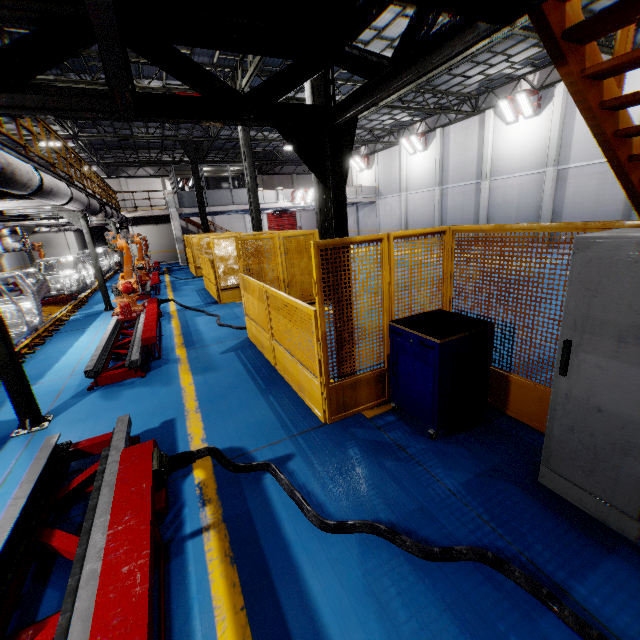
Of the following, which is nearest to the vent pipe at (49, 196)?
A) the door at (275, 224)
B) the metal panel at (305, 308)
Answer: the metal panel at (305, 308)

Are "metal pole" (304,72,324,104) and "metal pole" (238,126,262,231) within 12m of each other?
yes

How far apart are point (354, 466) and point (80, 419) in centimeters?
405cm

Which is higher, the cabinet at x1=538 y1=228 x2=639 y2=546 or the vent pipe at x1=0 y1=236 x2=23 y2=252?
the vent pipe at x1=0 y1=236 x2=23 y2=252

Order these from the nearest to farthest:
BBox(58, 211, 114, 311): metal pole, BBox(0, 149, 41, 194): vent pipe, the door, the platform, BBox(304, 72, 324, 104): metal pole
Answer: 1. BBox(0, 149, 41, 194): vent pipe
2. the platform
3. BBox(304, 72, 324, 104): metal pole
4. BBox(58, 211, 114, 311): metal pole
5. the door

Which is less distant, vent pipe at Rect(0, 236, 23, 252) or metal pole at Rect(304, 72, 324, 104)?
metal pole at Rect(304, 72, 324, 104)

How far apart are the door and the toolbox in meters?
37.4 m

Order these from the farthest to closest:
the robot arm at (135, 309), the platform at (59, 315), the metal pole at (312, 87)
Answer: the robot arm at (135, 309)
the metal pole at (312, 87)
the platform at (59, 315)
